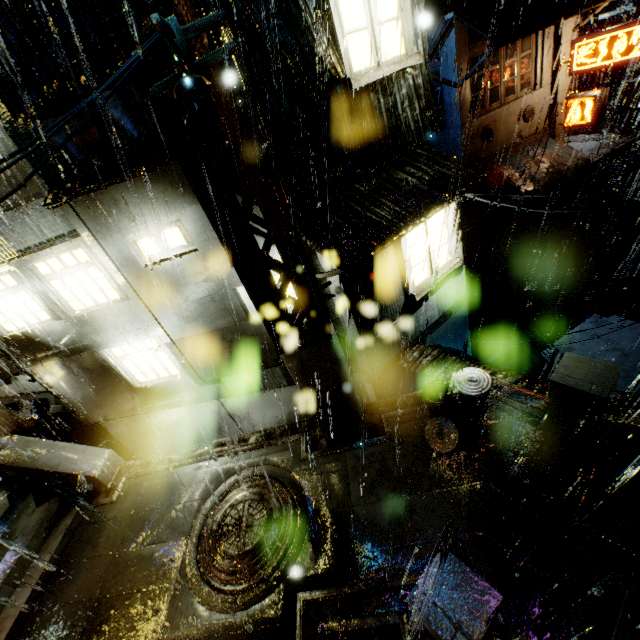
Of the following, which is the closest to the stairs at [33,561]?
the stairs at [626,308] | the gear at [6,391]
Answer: the gear at [6,391]

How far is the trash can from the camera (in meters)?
7.01

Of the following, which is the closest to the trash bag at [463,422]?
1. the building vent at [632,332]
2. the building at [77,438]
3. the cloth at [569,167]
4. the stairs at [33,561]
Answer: the stairs at [33,561]

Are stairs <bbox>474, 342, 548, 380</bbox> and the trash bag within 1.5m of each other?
no

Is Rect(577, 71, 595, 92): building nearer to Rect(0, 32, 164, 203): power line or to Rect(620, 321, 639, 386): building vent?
Rect(0, 32, 164, 203): power line

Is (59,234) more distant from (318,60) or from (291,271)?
(318,60)

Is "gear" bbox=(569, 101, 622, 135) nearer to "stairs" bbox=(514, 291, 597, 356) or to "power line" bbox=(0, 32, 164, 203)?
"stairs" bbox=(514, 291, 597, 356)

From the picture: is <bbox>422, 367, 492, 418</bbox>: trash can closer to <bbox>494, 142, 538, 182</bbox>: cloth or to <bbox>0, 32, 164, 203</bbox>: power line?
<bbox>0, 32, 164, 203</bbox>: power line
